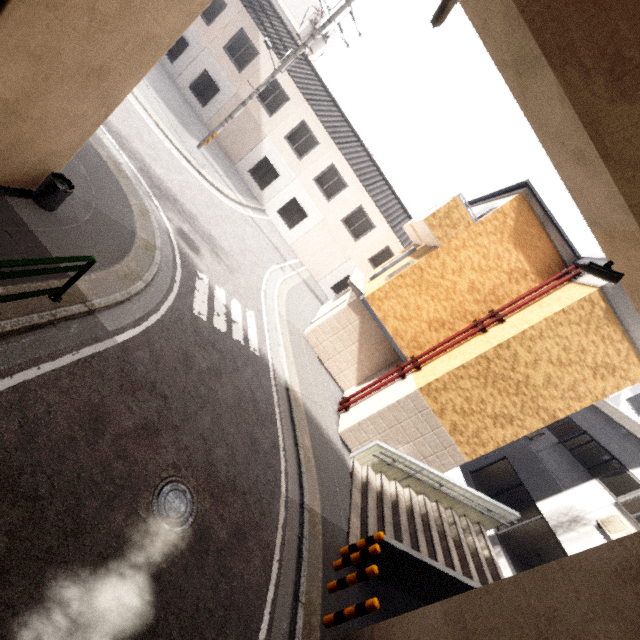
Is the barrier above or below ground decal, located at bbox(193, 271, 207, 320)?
above

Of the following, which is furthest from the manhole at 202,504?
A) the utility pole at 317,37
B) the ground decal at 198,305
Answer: the utility pole at 317,37

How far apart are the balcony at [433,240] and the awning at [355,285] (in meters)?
2.93

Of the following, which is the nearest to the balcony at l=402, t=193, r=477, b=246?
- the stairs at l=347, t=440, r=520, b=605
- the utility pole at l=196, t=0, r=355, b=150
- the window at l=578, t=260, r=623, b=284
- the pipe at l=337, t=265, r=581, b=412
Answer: the pipe at l=337, t=265, r=581, b=412

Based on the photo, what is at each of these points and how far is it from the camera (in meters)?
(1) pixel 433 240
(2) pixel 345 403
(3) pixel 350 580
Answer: (1) balcony, 11.05
(2) pipe, 12.18
(3) bollard, 6.09

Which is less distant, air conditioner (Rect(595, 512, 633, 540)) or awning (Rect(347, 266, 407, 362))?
air conditioner (Rect(595, 512, 633, 540))

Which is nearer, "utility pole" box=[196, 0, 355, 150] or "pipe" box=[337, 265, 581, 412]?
"pipe" box=[337, 265, 581, 412]

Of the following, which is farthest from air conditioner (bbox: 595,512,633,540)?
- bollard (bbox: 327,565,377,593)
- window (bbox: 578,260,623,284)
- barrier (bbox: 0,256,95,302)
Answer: barrier (bbox: 0,256,95,302)
